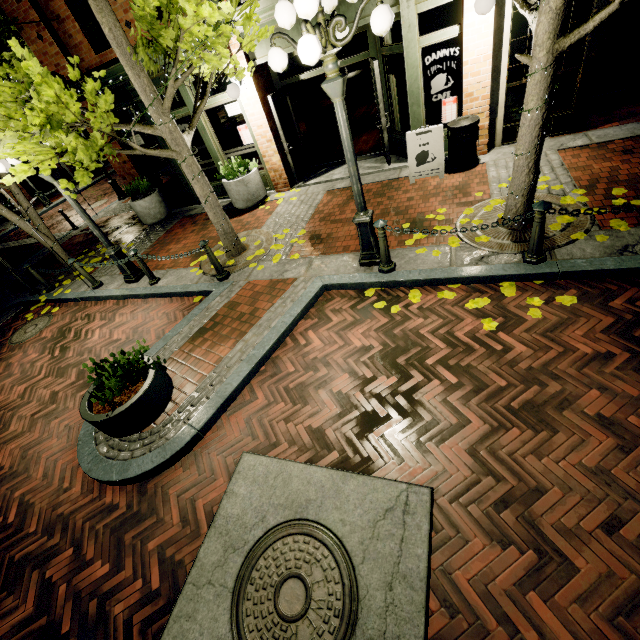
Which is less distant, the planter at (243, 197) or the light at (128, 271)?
the light at (128, 271)

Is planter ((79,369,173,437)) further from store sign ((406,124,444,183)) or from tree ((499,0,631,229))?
store sign ((406,124,444,183))

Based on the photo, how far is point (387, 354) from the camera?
4.1 meters

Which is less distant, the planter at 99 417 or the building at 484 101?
the planter at 99 417

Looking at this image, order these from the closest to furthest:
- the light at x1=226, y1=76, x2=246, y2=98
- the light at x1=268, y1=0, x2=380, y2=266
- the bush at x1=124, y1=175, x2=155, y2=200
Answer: the light at x1=268, y1=0, x2=380, y2=266 → the light at x1=226, y1=76, x2=246, y2=98 → the bush at x1=124, y1=175, x2=155, y2=200

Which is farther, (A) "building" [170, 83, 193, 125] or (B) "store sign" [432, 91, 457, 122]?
(A) "building" [170, 83, 193, 125]

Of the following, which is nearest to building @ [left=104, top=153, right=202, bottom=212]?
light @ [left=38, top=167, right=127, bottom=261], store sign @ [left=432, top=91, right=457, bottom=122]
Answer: store sign @ [left=432, top=91, right=457, bottom=122]

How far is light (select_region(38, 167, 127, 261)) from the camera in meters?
6.2 m
